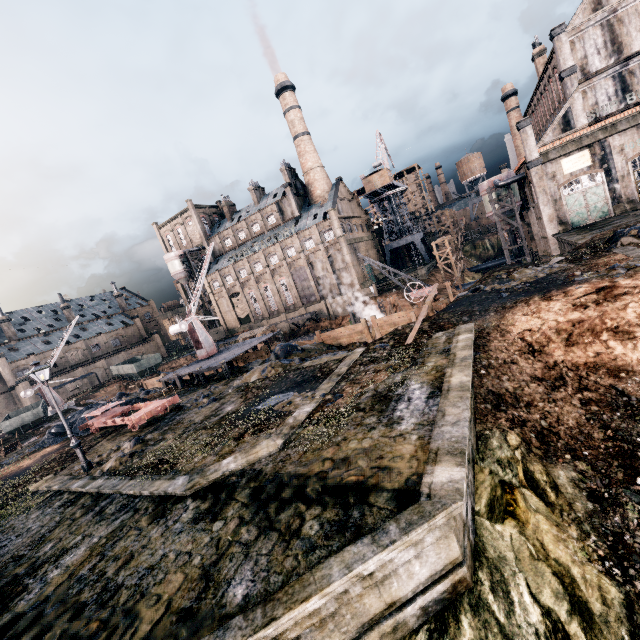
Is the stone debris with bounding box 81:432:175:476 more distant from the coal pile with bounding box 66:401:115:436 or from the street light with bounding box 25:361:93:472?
the coal pile with bounding box 66:401:115:436

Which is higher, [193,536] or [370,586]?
[193,536]

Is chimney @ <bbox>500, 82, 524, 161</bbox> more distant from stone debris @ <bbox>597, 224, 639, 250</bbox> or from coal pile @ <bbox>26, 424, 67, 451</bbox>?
coal pile @ <bbox>26, 424, 67, 451</bbox>

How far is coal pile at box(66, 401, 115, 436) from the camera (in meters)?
A: 24.40

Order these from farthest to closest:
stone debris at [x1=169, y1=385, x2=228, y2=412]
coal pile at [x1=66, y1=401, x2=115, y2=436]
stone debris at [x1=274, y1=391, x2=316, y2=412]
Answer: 1. coal pile at [x1=66, y1=401, x2=115, y2=436]
2. stone debris at [x1=169, y1=385, x2=228, y2=412]
3. stone debris at [x1=274, y1=391, x2=316, y2=412]

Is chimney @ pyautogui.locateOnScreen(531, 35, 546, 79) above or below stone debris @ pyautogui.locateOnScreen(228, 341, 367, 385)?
above

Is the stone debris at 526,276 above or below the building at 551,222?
below

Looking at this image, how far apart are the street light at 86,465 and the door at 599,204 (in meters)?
48.51
